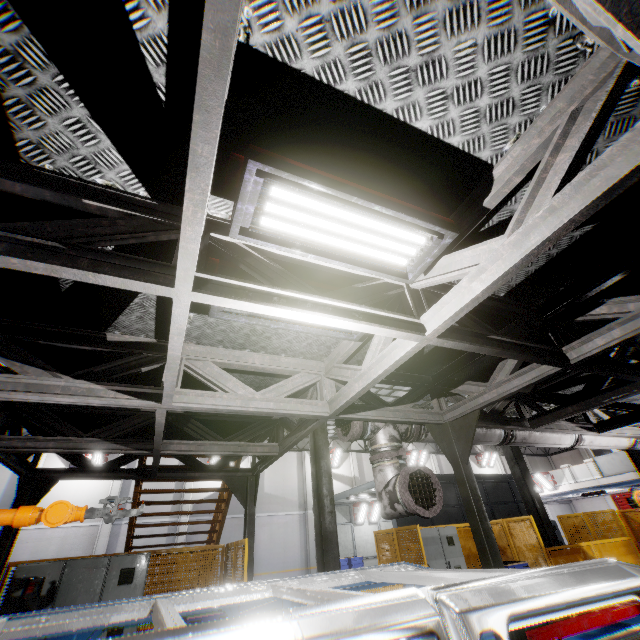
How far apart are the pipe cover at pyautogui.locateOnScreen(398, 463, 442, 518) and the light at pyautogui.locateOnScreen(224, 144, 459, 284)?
2.55m

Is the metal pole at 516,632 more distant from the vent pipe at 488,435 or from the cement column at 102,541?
the cement column at 102,541

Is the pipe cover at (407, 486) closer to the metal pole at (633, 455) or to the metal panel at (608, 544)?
the metal panel at (608, 544)

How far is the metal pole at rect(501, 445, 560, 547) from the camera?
10.08m

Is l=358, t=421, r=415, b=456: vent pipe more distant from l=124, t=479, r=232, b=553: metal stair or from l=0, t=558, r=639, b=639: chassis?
l=124, t=479, r=232, b=553: metal stair

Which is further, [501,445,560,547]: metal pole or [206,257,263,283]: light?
[501,445,560,547]: metal pole

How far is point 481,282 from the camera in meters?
2.4 m

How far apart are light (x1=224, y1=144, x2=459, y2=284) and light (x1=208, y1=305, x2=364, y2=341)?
0.4 meters
